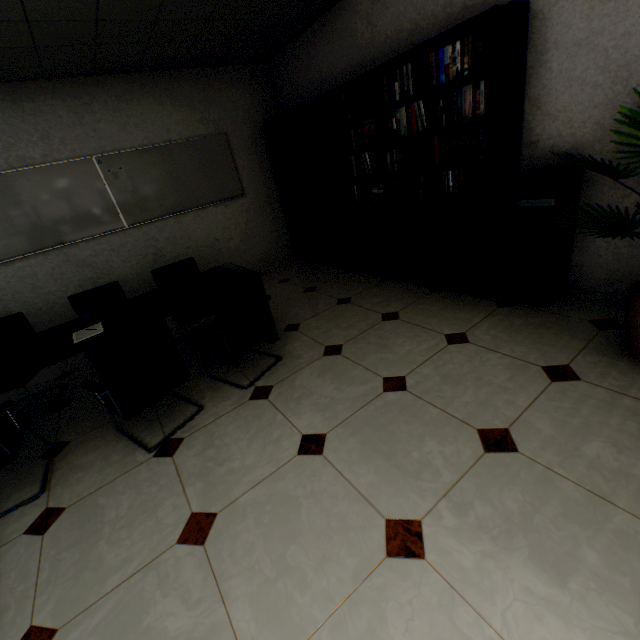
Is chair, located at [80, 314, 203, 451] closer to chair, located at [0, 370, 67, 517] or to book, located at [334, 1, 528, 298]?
chair, located at [0, 370, 67, 517]

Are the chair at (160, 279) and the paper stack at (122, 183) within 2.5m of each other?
yes

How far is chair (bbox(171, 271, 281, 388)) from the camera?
2.4 meters

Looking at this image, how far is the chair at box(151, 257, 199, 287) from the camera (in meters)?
3.55

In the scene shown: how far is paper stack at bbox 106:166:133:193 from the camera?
4.2 meters

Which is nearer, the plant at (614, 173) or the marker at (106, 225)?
the plant at (614, 173)

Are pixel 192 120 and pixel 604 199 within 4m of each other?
no

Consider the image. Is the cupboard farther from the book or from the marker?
the marker
